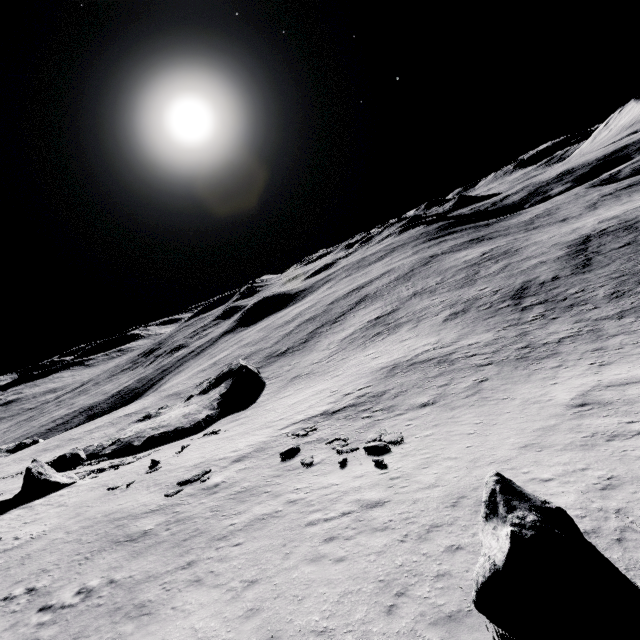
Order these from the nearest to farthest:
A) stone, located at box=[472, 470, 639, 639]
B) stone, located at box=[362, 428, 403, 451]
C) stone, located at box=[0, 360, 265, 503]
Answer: stone, located at box=[472, 470, 639, 639] < stone, located at box=[362, 428, 403, 451] < stone, located at box=[0, 360, 265, 503]

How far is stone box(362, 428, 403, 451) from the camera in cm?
1650

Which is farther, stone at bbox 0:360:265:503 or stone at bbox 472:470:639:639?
stone at bbox 0:360:265:503

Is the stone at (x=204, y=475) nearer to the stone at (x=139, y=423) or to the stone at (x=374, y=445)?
the stone at (x=374, y=445)

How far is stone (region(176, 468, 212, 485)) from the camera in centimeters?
1931cm

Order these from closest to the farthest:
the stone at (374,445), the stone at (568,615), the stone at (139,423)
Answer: the stone at (568,615) → the stone at (374,445) → the stone at (139,423)

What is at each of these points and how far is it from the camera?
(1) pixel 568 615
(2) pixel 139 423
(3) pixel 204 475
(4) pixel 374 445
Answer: (1) stone, 5.6m
(2) stone, 51.5m
(3) stone, 19.9m
(4) stone, 16.6m

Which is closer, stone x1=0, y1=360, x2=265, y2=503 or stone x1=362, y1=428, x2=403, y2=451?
stone x1=362, y1=428, x2=403, y2=451
